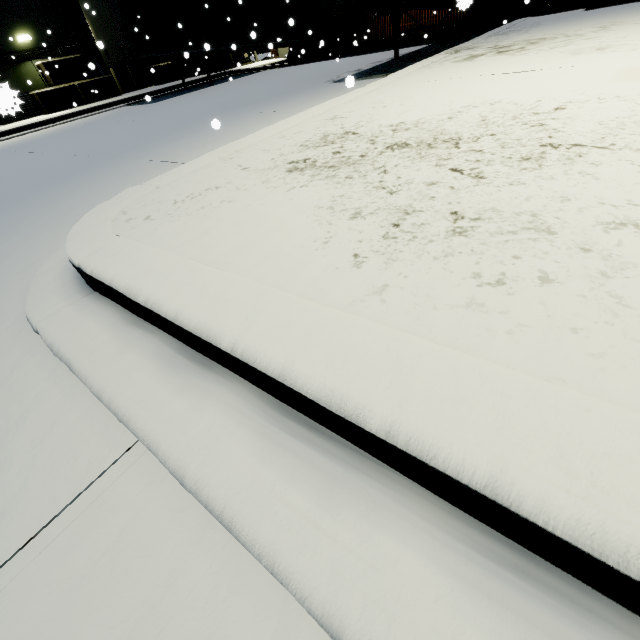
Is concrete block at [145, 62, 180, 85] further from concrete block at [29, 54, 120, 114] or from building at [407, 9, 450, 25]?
concrete block at [29, 54, 120, 114]

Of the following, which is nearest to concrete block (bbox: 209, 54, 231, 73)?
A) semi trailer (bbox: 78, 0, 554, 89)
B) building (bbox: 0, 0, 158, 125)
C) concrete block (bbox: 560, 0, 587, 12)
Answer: building (bbox: 0, 0, 158, 125)

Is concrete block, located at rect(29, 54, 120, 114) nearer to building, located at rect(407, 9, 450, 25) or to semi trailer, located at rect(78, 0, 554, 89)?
building, located at rect(407, 9, 450, 25)

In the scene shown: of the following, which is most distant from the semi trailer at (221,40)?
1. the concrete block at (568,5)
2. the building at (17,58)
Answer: the concrete block at (568,5)

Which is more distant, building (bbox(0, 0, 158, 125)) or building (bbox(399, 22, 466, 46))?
building (bbox(399, 22, 466, 46))

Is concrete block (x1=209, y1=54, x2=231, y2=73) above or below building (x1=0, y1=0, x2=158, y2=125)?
below

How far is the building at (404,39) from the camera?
18.08m

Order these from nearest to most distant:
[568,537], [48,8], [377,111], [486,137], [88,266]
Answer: [568,537] → [88,266] → [486,137] → [377,111] → [48,8]
